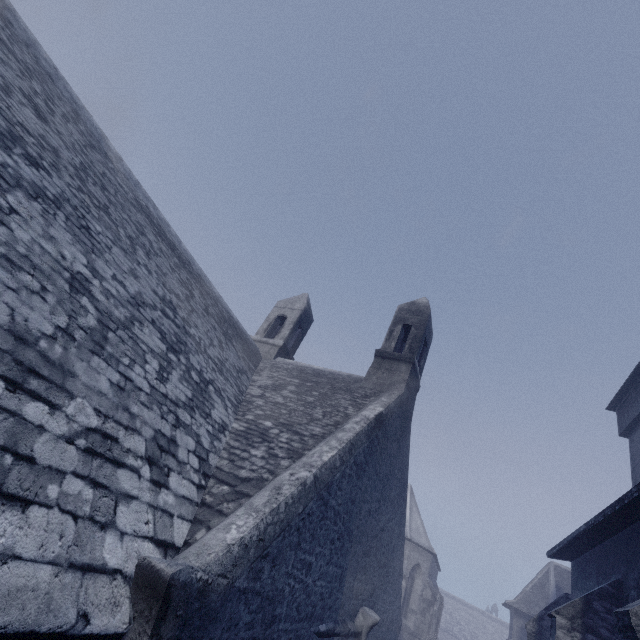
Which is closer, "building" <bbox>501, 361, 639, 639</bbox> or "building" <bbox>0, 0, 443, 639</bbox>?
"building" <bbox>0, 0, 443, 639</bbox>

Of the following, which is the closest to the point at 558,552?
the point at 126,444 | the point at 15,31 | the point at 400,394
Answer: the point at 400,394

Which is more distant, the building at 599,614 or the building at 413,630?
the building at 599,614
